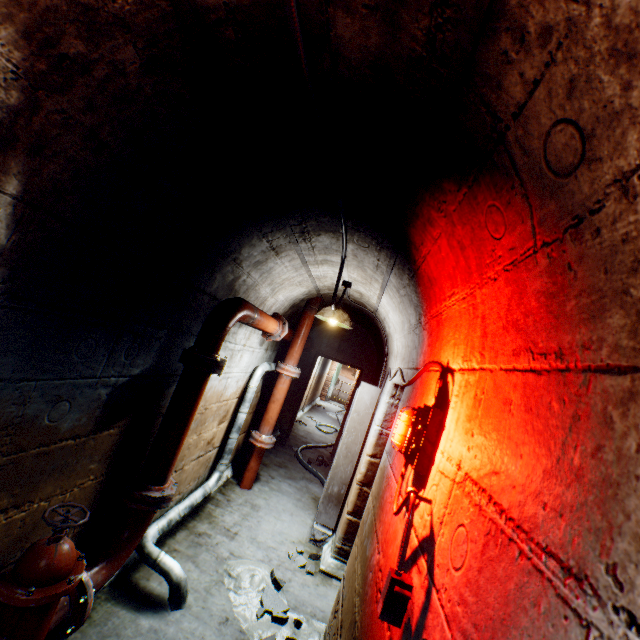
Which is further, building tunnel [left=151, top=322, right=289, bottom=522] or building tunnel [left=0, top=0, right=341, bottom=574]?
building tunnel [left=151, top=322, right=289, bottom=522]

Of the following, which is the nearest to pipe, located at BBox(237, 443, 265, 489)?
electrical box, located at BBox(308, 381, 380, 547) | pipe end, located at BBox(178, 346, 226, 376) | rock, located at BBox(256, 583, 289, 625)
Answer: pipe end, located at BBox(178, 346, 226, 376)

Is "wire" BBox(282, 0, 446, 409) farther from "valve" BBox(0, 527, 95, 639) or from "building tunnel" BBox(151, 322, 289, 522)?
"valve" BBox(0, 527, 95, 639)

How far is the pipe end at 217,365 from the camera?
2.4 meters

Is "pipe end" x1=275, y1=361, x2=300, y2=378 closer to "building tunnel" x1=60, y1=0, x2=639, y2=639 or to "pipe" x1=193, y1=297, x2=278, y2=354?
"building tunnel" x1=60, y1=0, x2=639, y2=639

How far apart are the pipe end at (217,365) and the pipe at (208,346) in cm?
1

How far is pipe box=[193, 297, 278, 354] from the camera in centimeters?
250cm

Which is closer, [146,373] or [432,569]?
[432,569]
